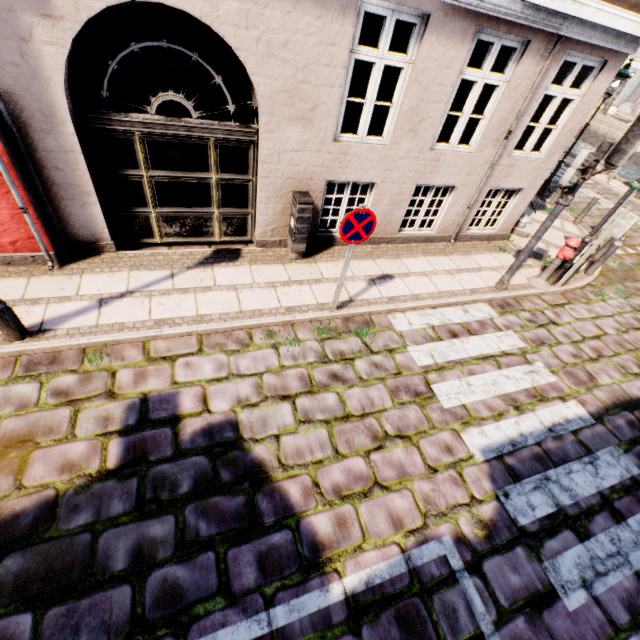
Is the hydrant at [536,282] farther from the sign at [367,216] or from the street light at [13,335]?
the street light at [13,335]

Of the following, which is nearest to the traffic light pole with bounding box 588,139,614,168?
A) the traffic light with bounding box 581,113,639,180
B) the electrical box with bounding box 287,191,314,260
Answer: the traffic light with bounding box 581,113,639,180

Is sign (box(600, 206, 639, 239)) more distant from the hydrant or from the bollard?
the bollard

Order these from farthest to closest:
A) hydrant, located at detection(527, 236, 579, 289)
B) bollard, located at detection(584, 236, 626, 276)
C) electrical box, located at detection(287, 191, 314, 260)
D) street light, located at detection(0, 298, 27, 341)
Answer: bollard, located at detection(584, 236, 626, 276), hydrant, located at detection(527, 236, 579, 289), electrical box, located at detection(287, 191, 314, 260), street light, located at detection(0, 298, 27, 341)

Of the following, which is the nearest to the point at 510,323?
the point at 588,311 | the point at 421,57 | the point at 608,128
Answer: the point at 588,311

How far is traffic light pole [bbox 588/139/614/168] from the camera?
4.90m

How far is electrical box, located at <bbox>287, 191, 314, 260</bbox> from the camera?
5.56m

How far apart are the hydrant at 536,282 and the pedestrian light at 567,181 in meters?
1.3 m
